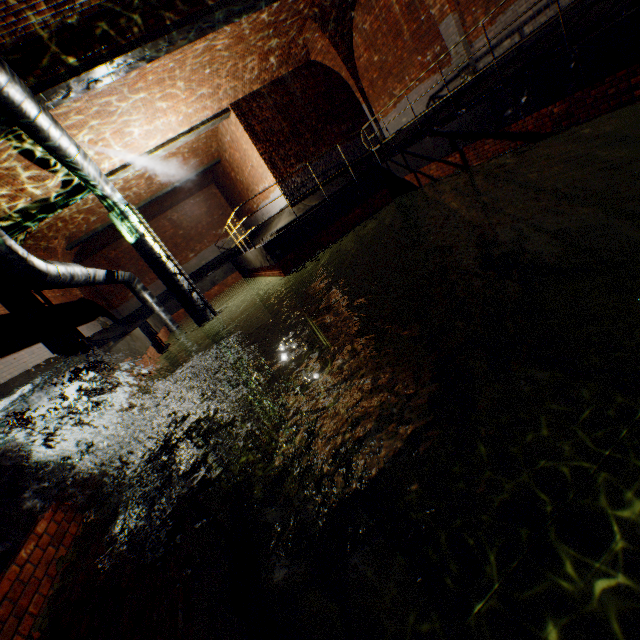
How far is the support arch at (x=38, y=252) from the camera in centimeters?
1088cm

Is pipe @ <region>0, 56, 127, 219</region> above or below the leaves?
above

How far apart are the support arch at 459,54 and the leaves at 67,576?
11.3 meters

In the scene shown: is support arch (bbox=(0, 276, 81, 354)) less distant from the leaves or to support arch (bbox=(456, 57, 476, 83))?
the leaves

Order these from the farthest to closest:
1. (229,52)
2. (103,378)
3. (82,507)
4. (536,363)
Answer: (229,52)
(536,363)
(103,378)
(82,507)

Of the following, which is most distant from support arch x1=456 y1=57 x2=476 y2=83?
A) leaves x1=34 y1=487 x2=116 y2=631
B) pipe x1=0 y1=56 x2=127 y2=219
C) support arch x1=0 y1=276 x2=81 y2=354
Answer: leaves x1=34 y1=487 x2=116 y2=631

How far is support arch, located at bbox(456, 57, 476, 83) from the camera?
8.82m

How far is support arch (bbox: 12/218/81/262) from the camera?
10.88m
